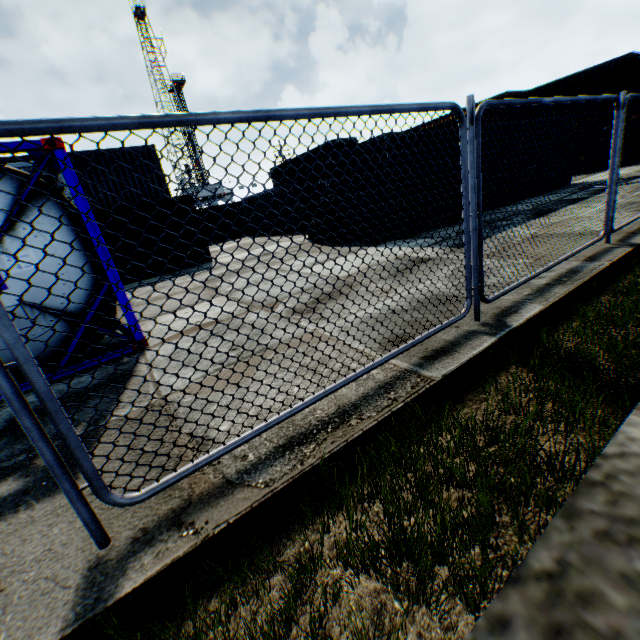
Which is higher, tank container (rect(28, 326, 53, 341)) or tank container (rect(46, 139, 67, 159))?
tank container (rect(46, 139, 67, 159))

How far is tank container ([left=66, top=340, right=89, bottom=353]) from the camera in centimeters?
464cm

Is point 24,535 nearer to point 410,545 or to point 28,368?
point 28,368

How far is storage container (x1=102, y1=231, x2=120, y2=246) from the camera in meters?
12.9

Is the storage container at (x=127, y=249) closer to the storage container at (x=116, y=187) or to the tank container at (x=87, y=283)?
the storage container at (x=116, y=187)

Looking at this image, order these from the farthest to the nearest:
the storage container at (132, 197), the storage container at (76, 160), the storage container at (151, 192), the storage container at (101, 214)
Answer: the storage container at (151, 192) → the storage container at (132, 197) → the storage container at (76, 160) → the storage container at (101, 214)

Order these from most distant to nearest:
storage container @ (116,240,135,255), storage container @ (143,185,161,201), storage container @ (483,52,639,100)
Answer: storage container @ (483,52,639,100)
storage container @ (143,185,161,201)
storage container @ (116,240,135,255)

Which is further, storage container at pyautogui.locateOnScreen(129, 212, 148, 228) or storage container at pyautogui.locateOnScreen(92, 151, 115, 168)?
storage container at pyautogui.locateOnScreen(92, 151, 115, 168)
